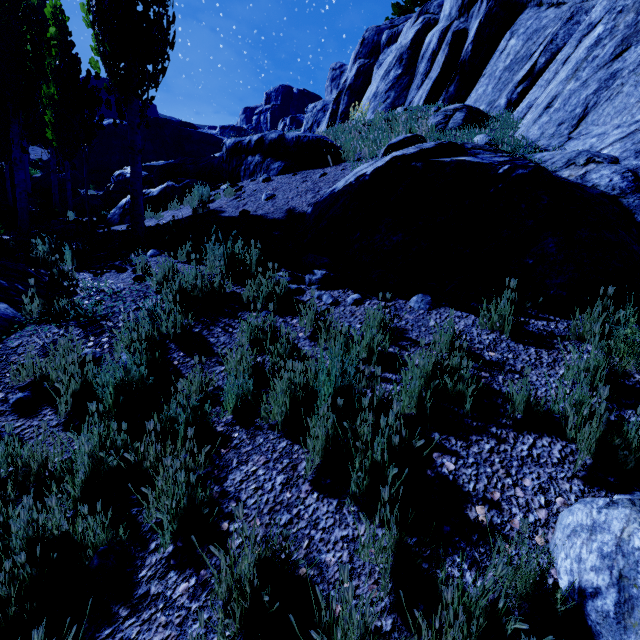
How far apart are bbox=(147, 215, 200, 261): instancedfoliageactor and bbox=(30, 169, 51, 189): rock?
29.0 meters

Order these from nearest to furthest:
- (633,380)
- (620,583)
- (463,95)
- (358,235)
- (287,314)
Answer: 1. (620,583)
2. (633,380)
3. (287,314)
4. (358,235)
5. (463,95)

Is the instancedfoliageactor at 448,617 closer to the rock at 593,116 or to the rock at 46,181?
the rock at 593,116

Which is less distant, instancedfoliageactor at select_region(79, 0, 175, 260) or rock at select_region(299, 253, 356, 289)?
rock at select_region(299, 253, 356, 289)

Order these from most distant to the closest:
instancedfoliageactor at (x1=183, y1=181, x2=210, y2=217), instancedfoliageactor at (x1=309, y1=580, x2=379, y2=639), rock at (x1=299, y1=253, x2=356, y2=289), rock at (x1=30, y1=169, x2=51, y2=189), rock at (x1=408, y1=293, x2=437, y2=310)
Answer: rock at (x1=30, y1=169, x2=51, y2=189)
instancedfoliageactor at (x1=183, y1=181, x2=210, y2=217)
rock at (x1=299, y1=253, x2=356, y2=289)
rock at (x1=408, y1=293, x2=437, y2=310)
instancedfoliageactor at (x1=309, y1=580, x2=379, y2=639)

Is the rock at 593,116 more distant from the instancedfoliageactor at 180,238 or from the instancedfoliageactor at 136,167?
the instancedfoliageactor at 180,238

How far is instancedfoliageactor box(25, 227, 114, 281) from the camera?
5.0m

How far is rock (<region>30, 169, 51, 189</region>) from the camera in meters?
26.1
